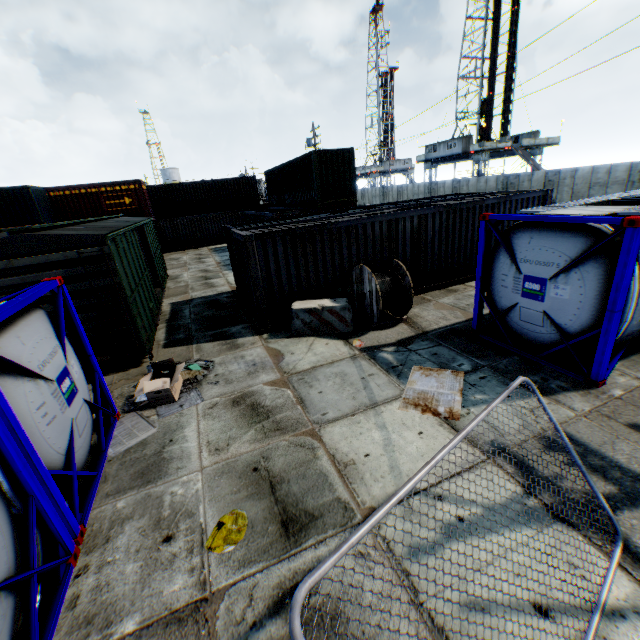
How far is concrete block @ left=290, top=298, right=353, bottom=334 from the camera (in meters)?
9.16

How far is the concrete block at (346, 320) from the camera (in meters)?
9.16

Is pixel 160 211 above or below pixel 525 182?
above

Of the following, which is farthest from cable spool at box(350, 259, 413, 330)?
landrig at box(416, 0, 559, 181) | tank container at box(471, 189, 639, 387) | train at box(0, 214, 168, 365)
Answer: landrig at box(416, 0, 559, 181)

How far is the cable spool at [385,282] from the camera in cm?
893

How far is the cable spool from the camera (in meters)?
8.93

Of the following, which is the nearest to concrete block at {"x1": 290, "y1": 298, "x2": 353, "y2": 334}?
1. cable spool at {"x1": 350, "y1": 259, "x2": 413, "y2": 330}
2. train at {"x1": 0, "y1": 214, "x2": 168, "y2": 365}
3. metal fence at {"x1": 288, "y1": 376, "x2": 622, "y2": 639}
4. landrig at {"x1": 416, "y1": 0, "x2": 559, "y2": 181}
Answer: cable spool at {"x1": 350, "y1": 259, "x2": 413, "y2": 330}

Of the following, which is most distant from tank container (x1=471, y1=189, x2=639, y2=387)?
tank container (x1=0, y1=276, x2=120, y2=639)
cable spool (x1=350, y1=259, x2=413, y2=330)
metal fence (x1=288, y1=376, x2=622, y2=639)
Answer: tank container (x1=0, y1=276, x2=120, y2=639)
